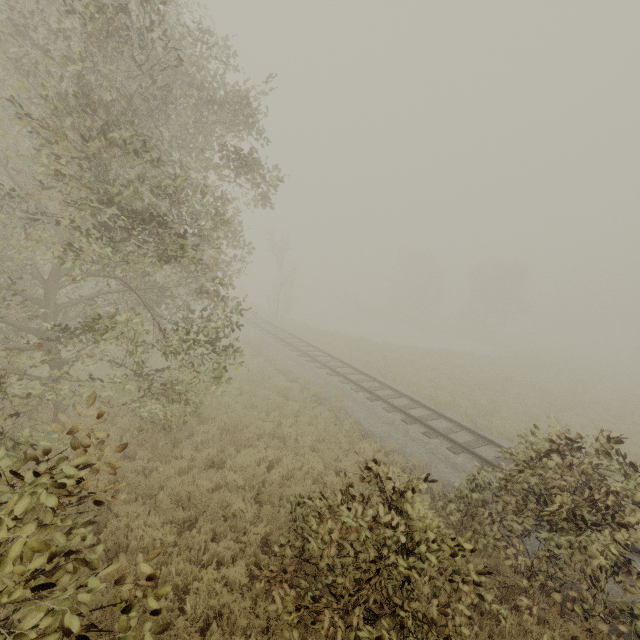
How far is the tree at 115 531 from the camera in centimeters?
555cm

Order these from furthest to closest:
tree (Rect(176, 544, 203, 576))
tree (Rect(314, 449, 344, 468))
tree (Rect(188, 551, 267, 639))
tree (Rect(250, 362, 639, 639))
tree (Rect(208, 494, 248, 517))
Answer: tree (Rect(314, 449, 344, 468)), tree (Rect(208, 494, 248, 517)), tree (Rect(176, 544, 203, 576)), tree (Rect(188, 551, 267, 639)), tree (Rect(250, 362, 639, 639))

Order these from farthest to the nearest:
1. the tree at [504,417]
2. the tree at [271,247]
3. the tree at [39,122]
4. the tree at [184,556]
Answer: the tree at [271,247] < the tree at [184,556] < the tree at [504,417] < the tree at [39,122]

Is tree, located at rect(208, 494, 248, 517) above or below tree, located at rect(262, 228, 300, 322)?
below

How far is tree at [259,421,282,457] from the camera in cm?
905

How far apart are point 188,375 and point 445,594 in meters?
7.2 m

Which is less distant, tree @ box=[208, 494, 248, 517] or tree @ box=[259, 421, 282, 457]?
tree @ box=[208, 494, 248, 517]
